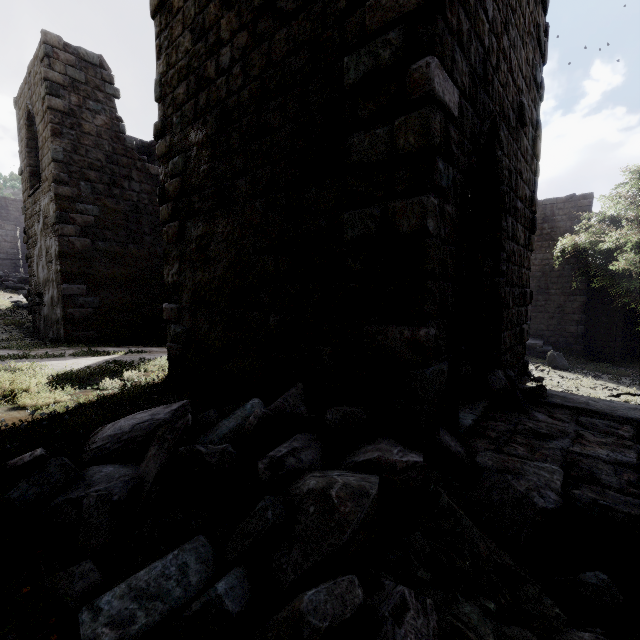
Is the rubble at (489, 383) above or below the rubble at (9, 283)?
below

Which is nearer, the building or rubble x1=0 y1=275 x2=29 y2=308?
the building

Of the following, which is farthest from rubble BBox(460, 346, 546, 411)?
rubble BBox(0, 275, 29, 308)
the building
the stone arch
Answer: the stone arch

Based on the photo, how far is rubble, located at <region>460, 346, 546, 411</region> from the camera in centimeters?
489cm

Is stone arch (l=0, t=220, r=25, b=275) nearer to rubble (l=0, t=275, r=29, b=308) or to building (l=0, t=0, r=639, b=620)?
building (l=0, t=0, r=639, b=620)

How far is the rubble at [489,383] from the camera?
4.89m

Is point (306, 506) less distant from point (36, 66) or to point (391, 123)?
point (391, 123)

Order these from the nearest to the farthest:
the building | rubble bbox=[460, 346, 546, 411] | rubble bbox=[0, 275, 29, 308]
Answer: the building → rubble bbox=[460, 346, 546, 411] → rubble bbox=[0, 275, 29, 308]
